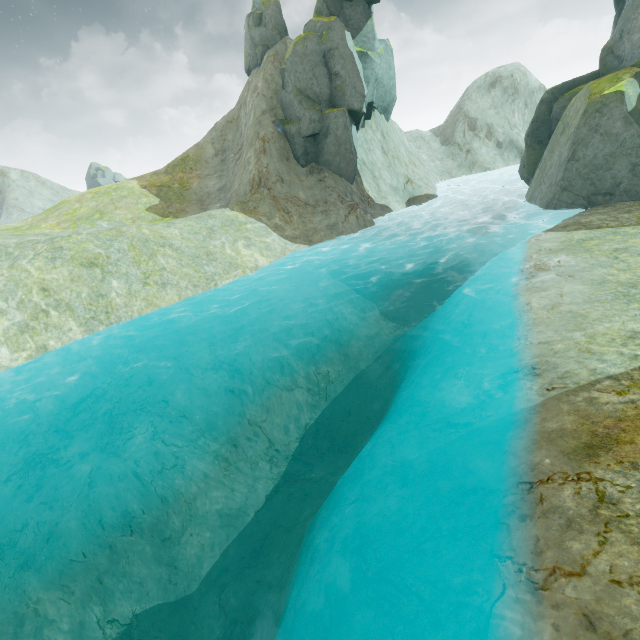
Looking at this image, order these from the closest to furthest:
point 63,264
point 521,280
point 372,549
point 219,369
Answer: point 372,549 → point 521,280 → point 219,369 → point 63,264

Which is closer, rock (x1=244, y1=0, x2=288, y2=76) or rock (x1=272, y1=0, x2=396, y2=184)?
rock (x1=272, y1=0, x2=396, y2=184)

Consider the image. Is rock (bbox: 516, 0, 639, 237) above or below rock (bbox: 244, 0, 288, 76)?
below

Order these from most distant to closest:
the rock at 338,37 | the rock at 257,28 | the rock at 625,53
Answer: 1. the rock at 257,28
2. the rock at 338,37
3. the rock at 625,53

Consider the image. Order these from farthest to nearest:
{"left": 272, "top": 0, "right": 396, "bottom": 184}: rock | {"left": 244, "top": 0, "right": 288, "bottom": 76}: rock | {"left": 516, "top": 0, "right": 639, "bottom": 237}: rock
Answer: Result: {"left": 244, "top": 0, "right": 288, "bottom": 76}: rock → {"left": 272, "top": 0, "right": 396, "bottom": 184}: rock → {"left": 516, "top": 0, "right": 639, "bottom": 237}: rock

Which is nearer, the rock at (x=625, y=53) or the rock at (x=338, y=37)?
the rock at (x=625, y=53)
